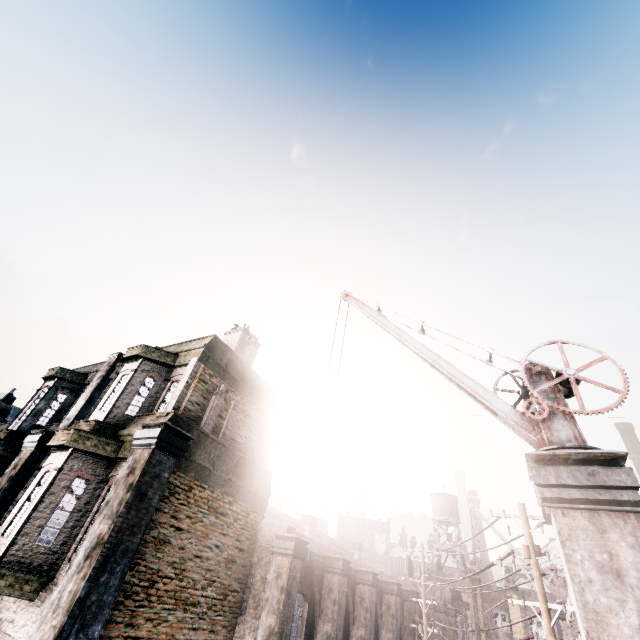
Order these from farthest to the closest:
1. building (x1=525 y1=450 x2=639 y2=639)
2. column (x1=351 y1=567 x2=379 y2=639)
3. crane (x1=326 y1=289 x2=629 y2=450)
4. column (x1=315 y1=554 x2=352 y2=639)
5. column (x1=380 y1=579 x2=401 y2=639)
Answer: column (x1=380 y1=579 x2=401 y2=639) < column (x1=351 y1=567 x2=379 y2=639) < column (x1=315 y1=554 x2=352 y2=639) < crane (x1=326 y1=289 x2=629 y2=450) < building (x1=525 y1=450 x2=639 y2=639)

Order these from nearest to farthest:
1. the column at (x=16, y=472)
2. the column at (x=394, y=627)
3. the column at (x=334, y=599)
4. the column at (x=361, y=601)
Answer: the column at (x=16, y=472) < the column at (x=334, y=599) < the column at (x=361, y=601) < the column at (x=394, y=627)

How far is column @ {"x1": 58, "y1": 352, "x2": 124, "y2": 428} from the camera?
13.73m

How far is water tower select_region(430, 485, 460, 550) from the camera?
40.2 meters

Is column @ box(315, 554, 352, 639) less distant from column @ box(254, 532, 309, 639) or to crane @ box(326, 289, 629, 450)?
column @ box(254, 532, 309, 639)

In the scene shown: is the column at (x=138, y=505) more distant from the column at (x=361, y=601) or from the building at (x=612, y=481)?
the column at (x=361, y=601)

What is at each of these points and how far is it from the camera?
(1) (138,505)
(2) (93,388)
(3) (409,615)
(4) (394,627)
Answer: (1) column, 8.55m
(2) column, 14.58m
(3) column, 20.30m
(4) column, 17.27m

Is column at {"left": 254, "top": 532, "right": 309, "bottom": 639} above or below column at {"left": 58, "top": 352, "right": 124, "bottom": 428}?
below
